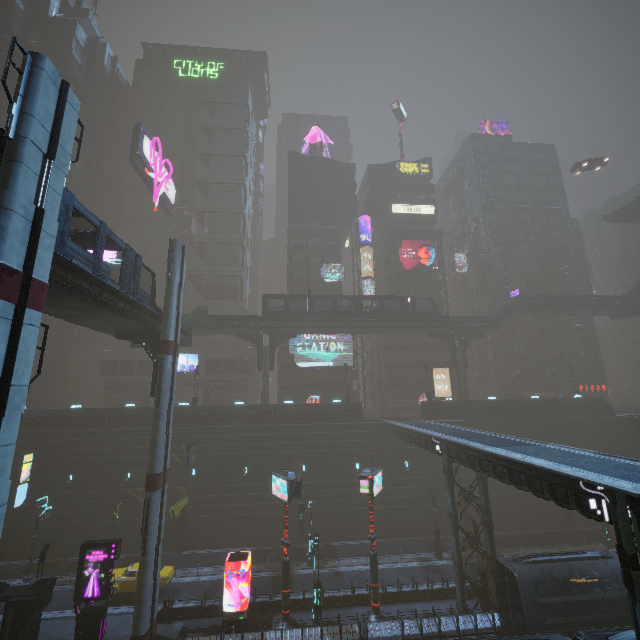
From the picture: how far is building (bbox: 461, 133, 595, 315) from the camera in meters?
54.1

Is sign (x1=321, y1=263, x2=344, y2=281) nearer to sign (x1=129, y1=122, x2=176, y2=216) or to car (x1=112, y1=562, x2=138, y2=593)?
sign (x1=129, y1=122, x2=176, y2=216)

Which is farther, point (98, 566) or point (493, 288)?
point (493, 288)

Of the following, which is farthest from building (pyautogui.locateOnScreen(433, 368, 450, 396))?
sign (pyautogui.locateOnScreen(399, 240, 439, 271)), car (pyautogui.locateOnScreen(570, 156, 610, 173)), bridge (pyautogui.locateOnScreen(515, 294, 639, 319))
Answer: bridge (pyautogui.locateOnScreen(515, 294, 639, 319))

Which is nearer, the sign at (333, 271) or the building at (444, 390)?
the building at (444, 390)

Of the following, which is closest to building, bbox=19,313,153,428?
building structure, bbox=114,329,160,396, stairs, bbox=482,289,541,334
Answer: stairs, bbox=482,289,541,334

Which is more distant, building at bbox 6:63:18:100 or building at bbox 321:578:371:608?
building at bbox 6:63:18:100

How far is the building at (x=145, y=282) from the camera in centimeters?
5325cm
